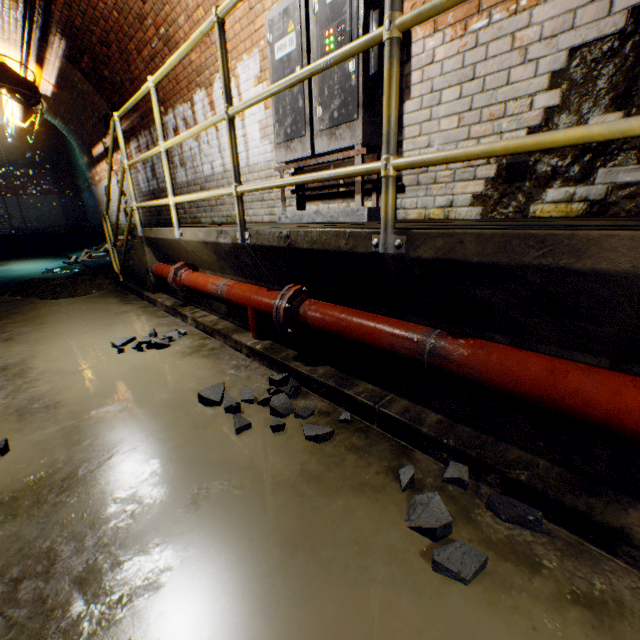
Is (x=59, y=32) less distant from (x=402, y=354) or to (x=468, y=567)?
(x=402, y=354)

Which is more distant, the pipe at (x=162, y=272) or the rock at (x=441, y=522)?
the pipe at (x=162, y=272)

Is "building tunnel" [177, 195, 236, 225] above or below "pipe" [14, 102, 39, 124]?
below

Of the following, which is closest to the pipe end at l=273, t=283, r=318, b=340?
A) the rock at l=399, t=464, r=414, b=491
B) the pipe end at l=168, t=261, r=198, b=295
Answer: the rock at l=399, t=464, r=414, b=491

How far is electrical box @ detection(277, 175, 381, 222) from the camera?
2.8m

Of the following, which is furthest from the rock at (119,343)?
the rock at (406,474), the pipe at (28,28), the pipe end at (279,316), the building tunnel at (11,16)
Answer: the pipe at (28,28)

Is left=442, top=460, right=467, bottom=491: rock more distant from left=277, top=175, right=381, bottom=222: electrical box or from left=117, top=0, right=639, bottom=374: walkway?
left=277, top=175, right=381, bottom=222: electrical box

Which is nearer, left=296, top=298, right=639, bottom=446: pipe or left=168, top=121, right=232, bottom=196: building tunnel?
left=296, top=298, right=639, bottom=446: pipe
